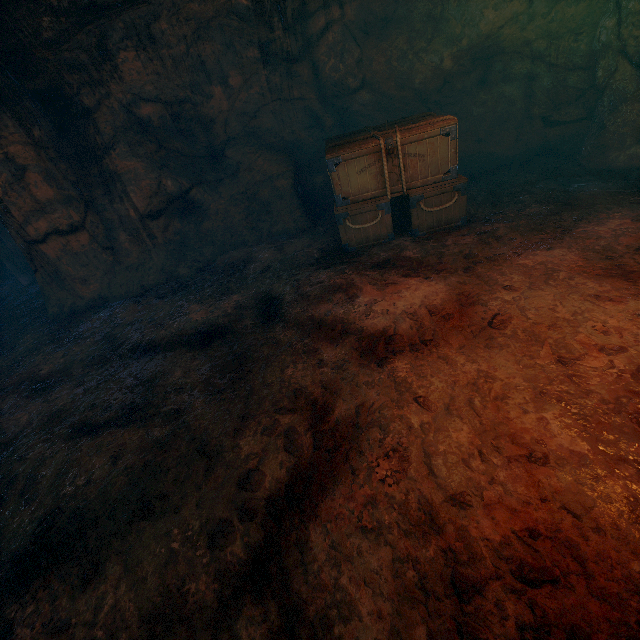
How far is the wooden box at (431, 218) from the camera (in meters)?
5.02

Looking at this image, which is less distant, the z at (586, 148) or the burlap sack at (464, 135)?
the burlap sack at (464, 135)

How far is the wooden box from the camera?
5.0 meters

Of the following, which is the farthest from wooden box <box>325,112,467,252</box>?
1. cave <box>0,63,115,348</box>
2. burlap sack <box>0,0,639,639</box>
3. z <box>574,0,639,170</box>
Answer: cave <box>0,63,115,348</box>

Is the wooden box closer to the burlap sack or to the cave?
the burlap sack

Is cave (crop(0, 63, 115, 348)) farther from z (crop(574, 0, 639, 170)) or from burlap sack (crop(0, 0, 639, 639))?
z (crop(574, 0, 639, 170))

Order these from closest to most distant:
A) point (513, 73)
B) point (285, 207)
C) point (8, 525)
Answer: point (8, 525) < point (513, 73) < point (285, 207)

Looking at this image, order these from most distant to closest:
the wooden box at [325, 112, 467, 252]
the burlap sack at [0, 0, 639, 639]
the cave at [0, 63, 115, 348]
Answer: the cave at [0, 63, 115, 348]
the wooden box at [325, 112, 467, 252]
the burlap sack at [0, 0, 639, 639]
